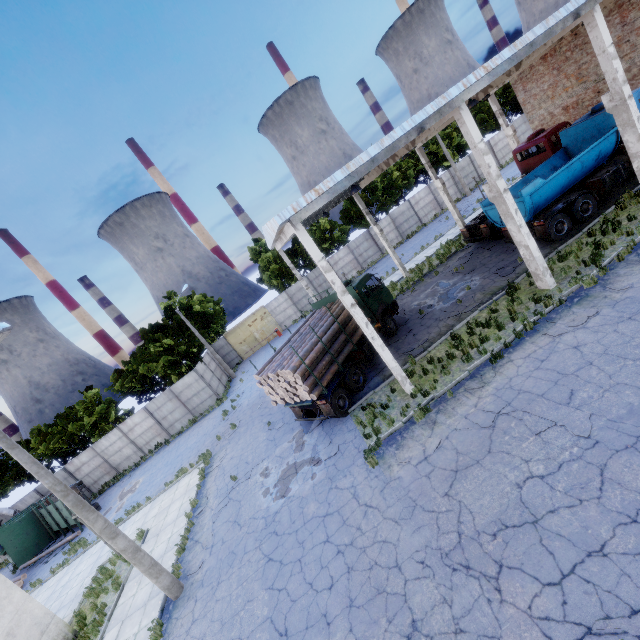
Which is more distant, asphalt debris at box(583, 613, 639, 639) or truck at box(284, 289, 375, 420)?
truck at box(284, 289, 375, 420)

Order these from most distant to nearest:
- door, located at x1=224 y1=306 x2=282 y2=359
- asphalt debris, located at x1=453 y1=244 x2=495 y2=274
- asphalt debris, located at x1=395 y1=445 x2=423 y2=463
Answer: → door, located at x1=224 y1=306 x2=282 y2=359 → asphalt debris, located at x1=453 y1=244 x2=495 y2=274 → asphalt debris, located at x1=395 y1=445 x2=423 y2=463

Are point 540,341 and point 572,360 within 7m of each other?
yes

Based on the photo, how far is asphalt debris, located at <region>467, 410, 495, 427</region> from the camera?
9.2 meters

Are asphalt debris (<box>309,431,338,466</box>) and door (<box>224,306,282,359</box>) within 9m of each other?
no

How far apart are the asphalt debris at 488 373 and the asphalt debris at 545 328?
1.96m

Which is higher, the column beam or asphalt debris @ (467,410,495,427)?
the column beam

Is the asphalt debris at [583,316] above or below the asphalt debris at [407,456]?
above
